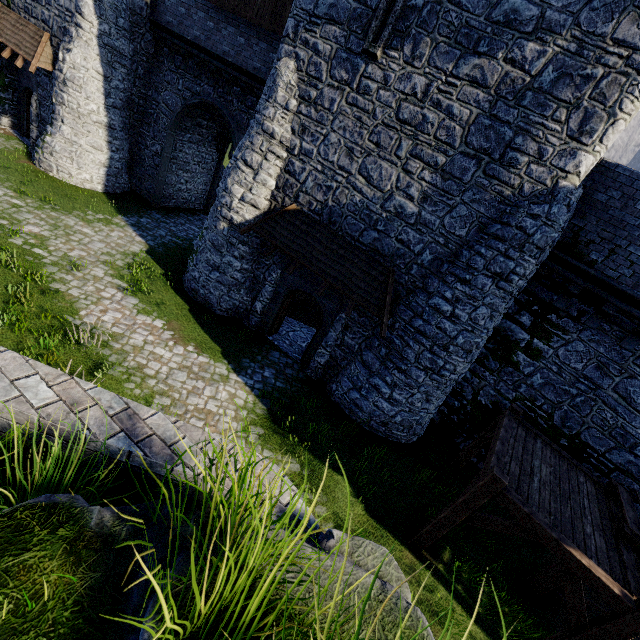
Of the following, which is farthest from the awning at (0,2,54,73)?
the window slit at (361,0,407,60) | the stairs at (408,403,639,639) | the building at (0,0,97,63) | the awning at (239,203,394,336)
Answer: the stairs at (408,403,639,639)

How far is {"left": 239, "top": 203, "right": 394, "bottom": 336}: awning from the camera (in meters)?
10.17

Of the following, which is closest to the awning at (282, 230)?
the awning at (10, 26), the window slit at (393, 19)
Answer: the window slit at (393, 19)

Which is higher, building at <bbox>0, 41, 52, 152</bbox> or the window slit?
the window slit

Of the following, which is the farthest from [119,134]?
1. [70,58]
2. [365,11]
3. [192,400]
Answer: [192,400]

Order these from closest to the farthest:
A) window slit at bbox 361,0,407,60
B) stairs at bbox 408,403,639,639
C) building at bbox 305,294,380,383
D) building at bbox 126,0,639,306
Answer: stairs at bbox 408,403,639,639, building at bbox 126,0,639,306, window slit at bbox 361,0,407,60, building at bbox 305,294,380,383

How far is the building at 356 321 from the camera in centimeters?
1132cm

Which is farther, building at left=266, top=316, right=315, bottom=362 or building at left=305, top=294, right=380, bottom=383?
building at left=266, top=316, right=315, bottom=362
